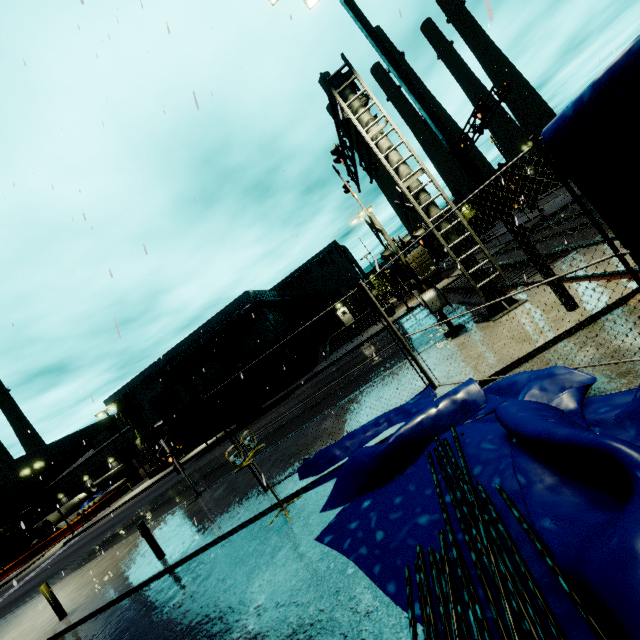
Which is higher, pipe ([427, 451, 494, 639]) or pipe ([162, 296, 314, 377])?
pipe ([162, 296, 314, 377])

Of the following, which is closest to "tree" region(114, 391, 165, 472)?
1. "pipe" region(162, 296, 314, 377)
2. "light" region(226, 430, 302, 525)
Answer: "pipe" region(162, 296, 314, 377)

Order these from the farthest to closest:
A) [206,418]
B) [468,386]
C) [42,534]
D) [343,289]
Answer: [343,289], [42,534], [206,418], [468,386]

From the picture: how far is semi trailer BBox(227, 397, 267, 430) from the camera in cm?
2722

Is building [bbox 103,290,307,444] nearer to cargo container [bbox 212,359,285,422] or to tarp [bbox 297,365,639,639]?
cargo container [bbox 212,359,285,422]

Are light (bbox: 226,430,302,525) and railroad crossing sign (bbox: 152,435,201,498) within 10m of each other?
yes

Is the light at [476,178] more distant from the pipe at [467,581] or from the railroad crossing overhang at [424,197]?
the pipe at [467,581]

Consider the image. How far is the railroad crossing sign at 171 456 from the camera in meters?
13.0
